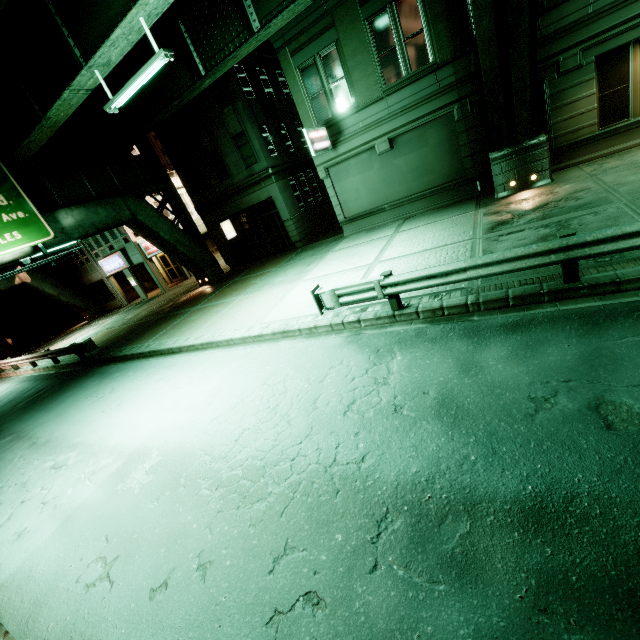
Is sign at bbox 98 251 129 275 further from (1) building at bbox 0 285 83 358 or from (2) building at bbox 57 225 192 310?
(1) building at bbox 0 285 83 358

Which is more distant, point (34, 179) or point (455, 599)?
point (34, 179)

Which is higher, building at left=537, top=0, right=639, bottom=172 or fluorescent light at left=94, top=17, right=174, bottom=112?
fluorescent light at left=94, top=17, right=174, bottom=112

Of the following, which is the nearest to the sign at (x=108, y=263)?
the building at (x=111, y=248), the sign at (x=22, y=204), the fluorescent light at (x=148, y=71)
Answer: the building at (x=111, y=248)

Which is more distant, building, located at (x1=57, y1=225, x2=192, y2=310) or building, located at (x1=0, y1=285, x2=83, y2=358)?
building, located at (x1=0, y1=285, x2=83, y2=358)

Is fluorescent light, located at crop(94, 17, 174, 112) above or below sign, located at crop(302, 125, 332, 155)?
above

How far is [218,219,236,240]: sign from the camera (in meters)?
23.69

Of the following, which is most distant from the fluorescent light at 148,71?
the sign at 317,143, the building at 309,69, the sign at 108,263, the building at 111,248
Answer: the sign at 108,263
